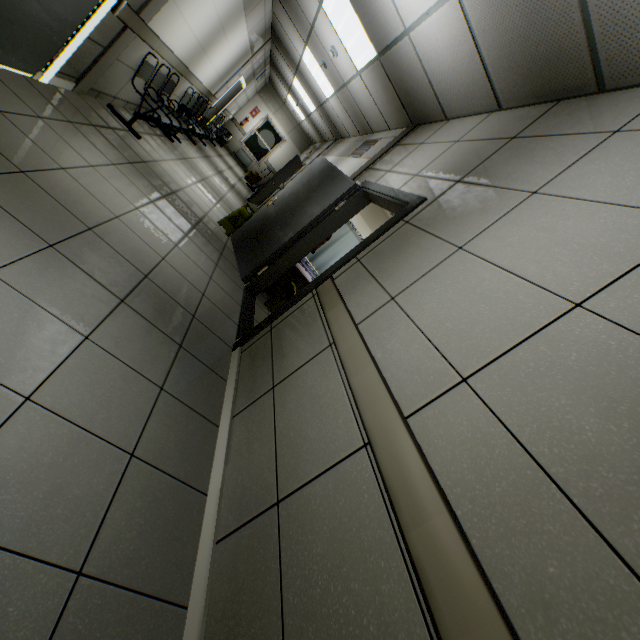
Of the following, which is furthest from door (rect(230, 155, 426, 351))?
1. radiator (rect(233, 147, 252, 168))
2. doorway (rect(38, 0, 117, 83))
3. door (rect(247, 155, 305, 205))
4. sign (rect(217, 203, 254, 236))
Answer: radiator (rect(233, 147, 252, 168))

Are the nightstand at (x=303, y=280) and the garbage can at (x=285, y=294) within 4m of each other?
yes

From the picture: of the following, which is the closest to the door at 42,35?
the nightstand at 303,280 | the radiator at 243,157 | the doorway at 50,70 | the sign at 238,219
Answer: the doorway at 50,70

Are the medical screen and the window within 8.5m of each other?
no

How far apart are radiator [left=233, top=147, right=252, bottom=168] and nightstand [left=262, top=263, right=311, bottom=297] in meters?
11.9 m

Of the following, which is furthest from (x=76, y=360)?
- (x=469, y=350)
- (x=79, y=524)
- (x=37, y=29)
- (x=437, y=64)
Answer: (x=437, y=64)

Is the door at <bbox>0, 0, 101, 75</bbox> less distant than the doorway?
Yes

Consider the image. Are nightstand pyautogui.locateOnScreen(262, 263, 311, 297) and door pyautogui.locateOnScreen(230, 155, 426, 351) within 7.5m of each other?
yes
